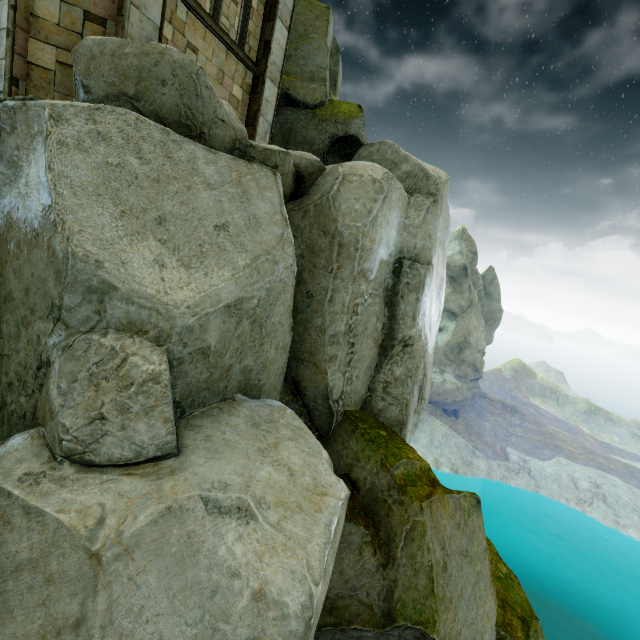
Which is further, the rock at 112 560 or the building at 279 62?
the building at 279 62

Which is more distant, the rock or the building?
the building

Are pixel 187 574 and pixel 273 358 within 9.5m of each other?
yes

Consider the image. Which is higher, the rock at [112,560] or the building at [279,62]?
the building at [279,62]

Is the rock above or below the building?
below
